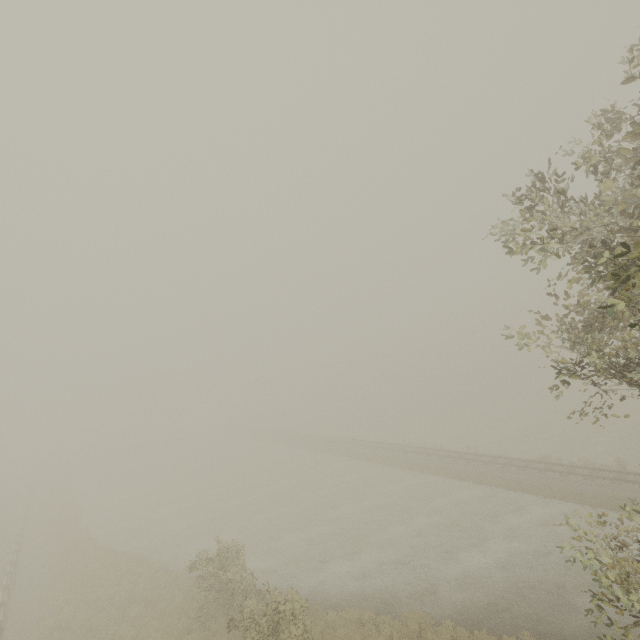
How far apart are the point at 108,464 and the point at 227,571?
53.5 meters
